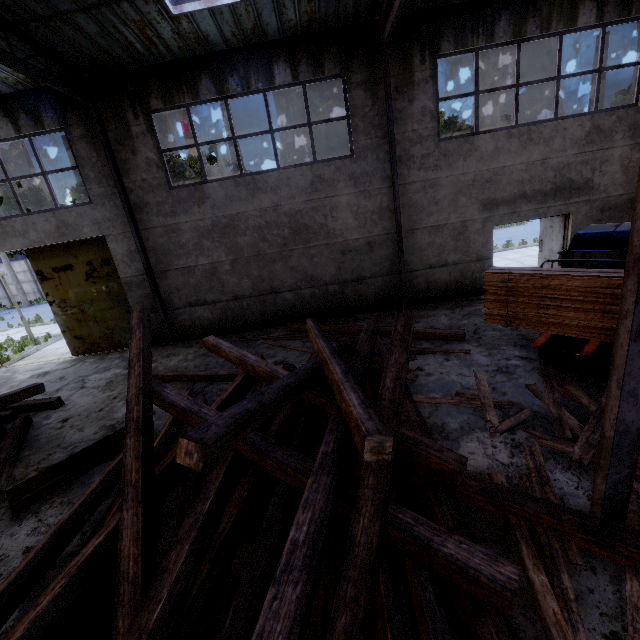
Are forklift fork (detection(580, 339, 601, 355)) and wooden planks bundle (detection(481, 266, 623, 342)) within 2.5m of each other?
yes

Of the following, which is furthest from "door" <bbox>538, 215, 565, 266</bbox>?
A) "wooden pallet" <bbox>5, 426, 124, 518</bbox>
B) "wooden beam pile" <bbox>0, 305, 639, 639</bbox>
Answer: "wooden pallet" <bbox>5, 426, 124, 518</bbox>

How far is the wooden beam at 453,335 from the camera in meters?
7.7

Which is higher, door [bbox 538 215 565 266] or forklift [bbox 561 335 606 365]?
door [bbox 538 215 565 266]

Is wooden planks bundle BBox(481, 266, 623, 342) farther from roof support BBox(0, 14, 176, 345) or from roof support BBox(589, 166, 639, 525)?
roof support BBox(0, 14, 176, 345)

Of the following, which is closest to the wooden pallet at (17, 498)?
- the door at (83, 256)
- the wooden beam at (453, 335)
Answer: the wooden beam at (453, 335)

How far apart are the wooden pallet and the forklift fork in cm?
726

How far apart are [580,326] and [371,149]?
7.2 meters
